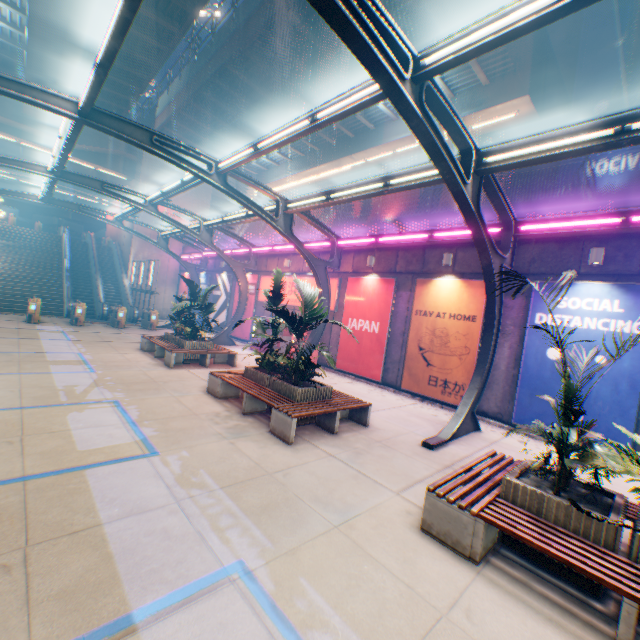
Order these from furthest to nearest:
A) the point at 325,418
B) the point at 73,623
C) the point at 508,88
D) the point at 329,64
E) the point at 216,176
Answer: the point at 329,64, the point at 508,88, the point at 216,176, the point at 325,418, the point at 73,623

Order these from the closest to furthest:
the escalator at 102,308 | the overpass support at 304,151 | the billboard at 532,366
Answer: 1. the billboard at 532,366
2. the overpass support at 304,151
3. the escalator at 102,308

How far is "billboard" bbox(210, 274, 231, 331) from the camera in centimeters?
2333cm

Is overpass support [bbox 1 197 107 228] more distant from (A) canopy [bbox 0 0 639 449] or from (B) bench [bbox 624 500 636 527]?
(B) bench [bbox 624 500 636 527]

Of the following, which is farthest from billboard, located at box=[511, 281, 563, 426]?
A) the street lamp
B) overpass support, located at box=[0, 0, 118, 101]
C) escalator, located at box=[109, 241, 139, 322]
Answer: escalator, located at box=[109, 241, 139, 322]

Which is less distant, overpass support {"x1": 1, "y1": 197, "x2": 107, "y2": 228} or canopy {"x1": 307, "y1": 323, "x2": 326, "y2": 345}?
canopy {"x1": 307, "y1": 323, "x2": 326, "y2": 345}

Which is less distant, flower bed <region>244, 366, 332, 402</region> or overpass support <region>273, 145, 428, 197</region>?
flower bed <region>244, 366, 332, 402</region>

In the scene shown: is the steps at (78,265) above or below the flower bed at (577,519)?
above
